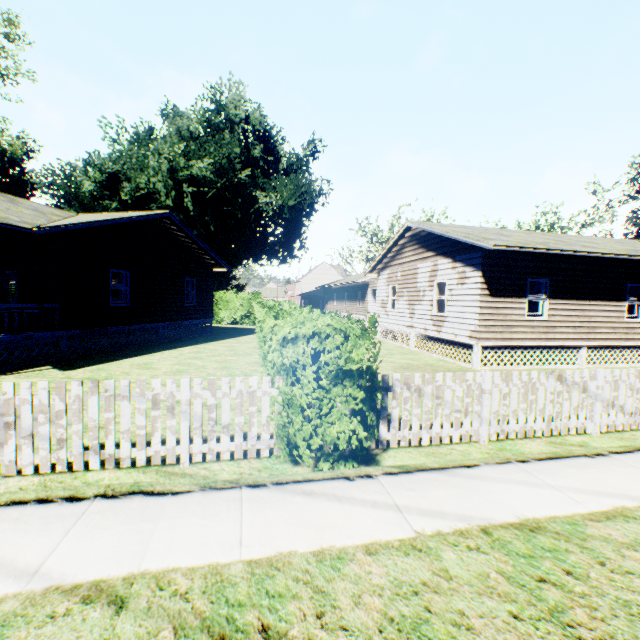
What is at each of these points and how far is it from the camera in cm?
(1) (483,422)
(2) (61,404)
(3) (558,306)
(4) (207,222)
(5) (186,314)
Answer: (1) fence, 567
(2) fence, 427
(3) house, 1285
(4) plant, 3475
(5) house, 1870

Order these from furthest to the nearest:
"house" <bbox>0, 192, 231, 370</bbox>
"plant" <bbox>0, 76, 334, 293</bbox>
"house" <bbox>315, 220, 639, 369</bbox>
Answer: "plant" <bbox>0, 76, 334, 293</bbox> < "house" <bbox>315, 220, 639, 369</bbox> < "house" <bbox>0, 192, 231, 370</bbox>

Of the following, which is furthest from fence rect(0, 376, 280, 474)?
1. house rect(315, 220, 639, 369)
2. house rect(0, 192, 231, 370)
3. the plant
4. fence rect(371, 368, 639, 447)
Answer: the plant

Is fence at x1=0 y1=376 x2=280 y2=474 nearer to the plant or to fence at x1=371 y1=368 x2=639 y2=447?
fence at x1=371 y1=368 x2=639 y2=447

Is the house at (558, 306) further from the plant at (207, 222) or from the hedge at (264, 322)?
the plant at (207, 222)

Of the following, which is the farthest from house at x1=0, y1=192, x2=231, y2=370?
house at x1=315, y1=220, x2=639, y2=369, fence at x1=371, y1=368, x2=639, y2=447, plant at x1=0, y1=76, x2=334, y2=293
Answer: fence at x1=371, y1=368, x2=639, y2=447

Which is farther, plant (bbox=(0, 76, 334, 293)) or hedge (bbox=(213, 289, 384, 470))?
plant (bbox=(0, 76, 334, 293))

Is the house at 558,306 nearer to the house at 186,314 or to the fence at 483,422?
the fence at 483,422
